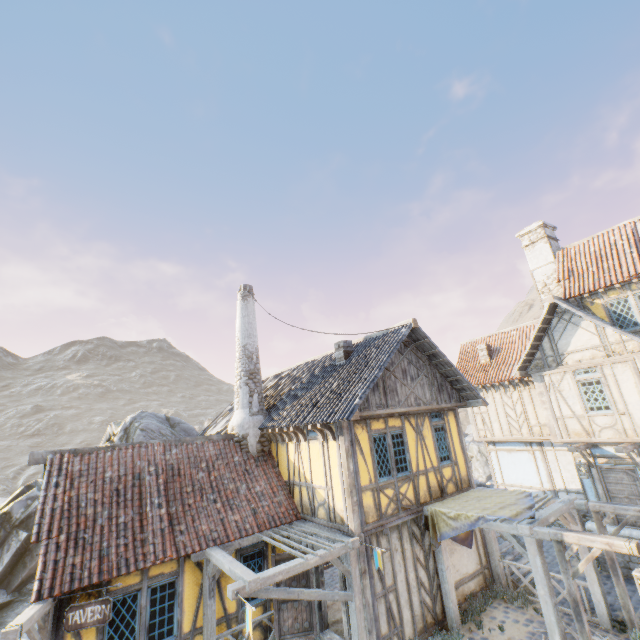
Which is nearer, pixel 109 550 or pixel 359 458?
pixel 109 550

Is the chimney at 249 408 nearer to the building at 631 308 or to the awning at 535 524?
the awning at 535 524

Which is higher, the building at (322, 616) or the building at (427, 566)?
the building at (427, 566)

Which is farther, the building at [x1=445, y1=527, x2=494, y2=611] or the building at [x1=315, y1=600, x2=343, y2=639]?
the building at [x1=445, y1=527, x2=494, y2=611]

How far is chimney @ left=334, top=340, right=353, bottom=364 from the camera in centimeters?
1229cm

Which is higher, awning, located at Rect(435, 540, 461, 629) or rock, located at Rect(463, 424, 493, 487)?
awning, located at Rect(435, 540, 461, 629)

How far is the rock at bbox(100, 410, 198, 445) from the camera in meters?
16.4

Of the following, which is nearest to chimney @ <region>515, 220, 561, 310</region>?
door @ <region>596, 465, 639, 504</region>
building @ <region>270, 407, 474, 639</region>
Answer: door @ <region>596, 465, 639, 504</region>
